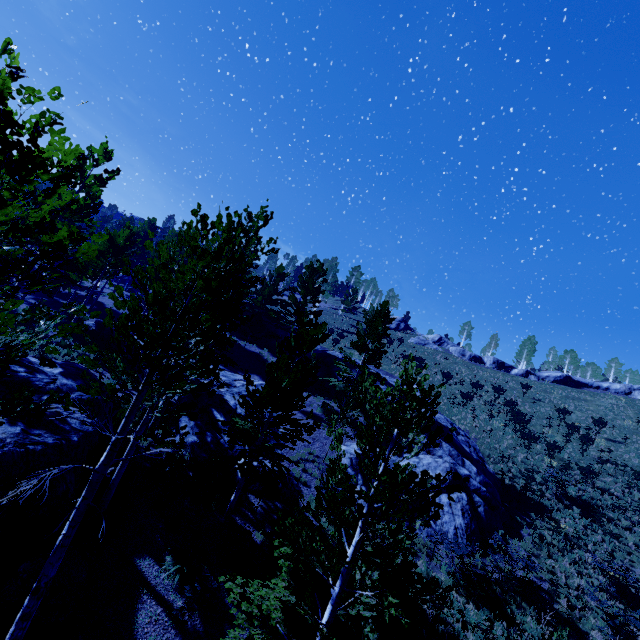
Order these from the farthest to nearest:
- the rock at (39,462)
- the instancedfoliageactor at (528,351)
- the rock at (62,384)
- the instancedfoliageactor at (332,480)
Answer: the instancedfoliageactor at (528,351) → the rock at (62,384) → the rock at (39,462) → the instancedfoliageactor at (332,480)

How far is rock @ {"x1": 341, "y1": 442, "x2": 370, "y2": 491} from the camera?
17.2m

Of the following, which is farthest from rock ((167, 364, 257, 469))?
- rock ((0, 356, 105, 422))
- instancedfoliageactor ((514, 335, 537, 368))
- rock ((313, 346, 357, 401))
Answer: instancedfoliageactor ((514, 335, 537, 368))

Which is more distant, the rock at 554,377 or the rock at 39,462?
the rock at 554,377

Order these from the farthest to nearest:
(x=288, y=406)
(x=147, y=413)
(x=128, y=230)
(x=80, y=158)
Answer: (x=128, y=230) → (x=288, y=406) → (x=147, y=413) → (x=80, y=158)

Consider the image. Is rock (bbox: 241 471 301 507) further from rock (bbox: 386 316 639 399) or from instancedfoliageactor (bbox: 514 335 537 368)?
instancedfoliageactor (bbox: 514 335 537 368)

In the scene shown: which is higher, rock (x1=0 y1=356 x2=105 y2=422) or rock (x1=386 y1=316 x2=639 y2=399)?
rock (x1=386 y1=316 x2=639 y2=399)
